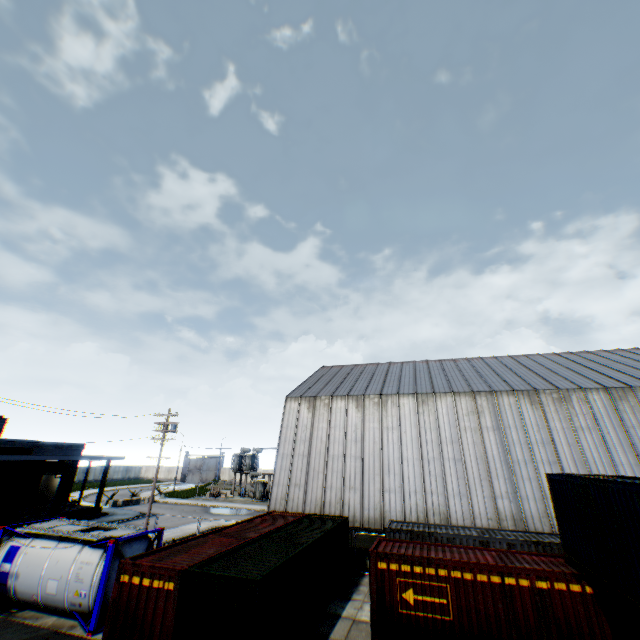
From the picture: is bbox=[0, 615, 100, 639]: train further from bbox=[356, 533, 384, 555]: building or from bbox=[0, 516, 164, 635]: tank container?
bbox=[356, 533, 384, 555]: building

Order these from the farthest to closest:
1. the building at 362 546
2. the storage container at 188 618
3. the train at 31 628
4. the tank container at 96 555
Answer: the building at 362 546 → the tank container at 96 555 → the storage container at 188 618 → the train at 31 628

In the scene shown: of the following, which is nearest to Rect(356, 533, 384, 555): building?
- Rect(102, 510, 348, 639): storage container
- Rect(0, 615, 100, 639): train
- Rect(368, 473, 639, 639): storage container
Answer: Rect(102, 510, 348, 639): storage container

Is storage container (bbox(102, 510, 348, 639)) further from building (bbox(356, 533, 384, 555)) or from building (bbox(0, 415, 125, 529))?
building (bbox(0, 415, 125, 529))

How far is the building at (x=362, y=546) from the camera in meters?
21.4 m

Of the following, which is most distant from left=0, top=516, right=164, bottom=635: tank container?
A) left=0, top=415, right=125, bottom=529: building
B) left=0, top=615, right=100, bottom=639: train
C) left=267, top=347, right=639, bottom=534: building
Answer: left=0, top=415, right=125, bottom=529: building

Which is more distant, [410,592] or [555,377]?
[555,377]

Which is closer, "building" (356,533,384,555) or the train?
the train
